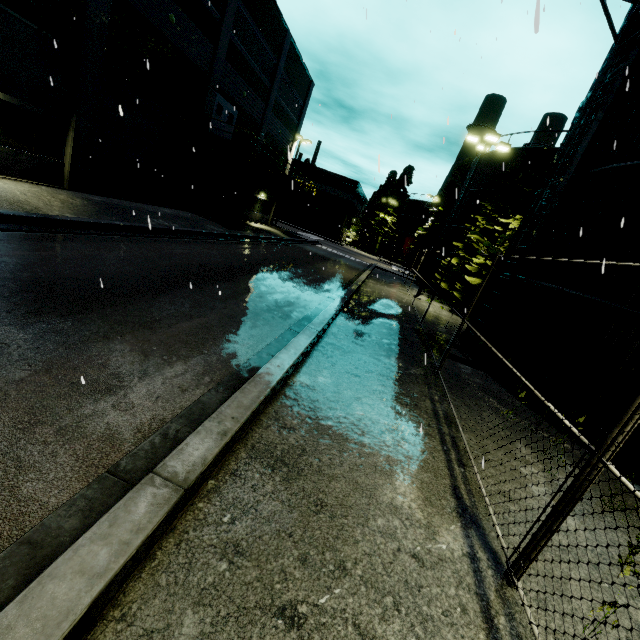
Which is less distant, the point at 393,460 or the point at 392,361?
the point at 393,460

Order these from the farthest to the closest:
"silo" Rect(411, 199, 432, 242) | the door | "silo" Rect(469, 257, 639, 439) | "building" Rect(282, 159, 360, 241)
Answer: "silo" Rect(411, 199, 432, 242) < "building" Rect(282, 159, 360, 241) < the door < "silo" Rect(469, 257, 639, 439)

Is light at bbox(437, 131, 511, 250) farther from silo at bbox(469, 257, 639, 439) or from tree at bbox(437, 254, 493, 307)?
tree at bbox(437, 254, 493, 307)

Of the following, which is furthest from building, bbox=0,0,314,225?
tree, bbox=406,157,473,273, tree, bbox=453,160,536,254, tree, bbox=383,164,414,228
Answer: tree, bbox=453,160,536,254

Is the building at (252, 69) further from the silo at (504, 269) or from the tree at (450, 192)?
the tree at (450, 192)

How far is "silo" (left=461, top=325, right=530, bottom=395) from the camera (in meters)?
8.70

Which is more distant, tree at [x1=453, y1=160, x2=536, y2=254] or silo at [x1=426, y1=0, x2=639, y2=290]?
tree at [x1=453, y1=160, x2=536, y2=254]

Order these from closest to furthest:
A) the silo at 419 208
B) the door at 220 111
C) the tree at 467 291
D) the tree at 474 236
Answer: the tree at 474 236 < the tree at 467 291 < the door at 220 111 < the silo at 419 208
